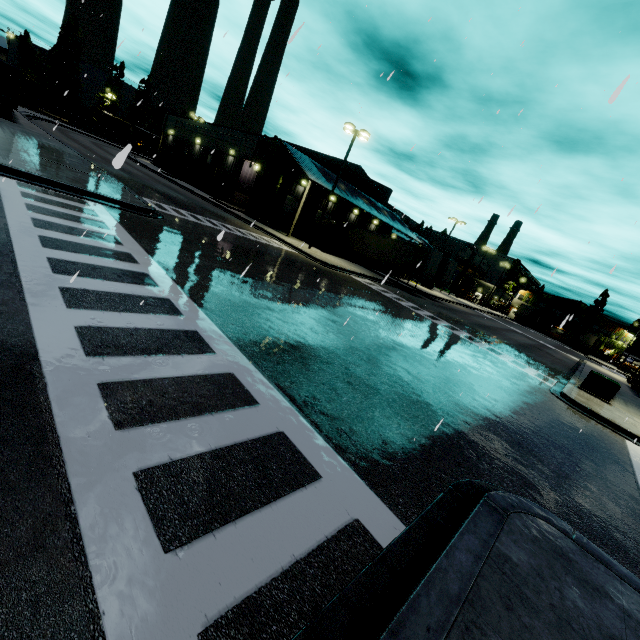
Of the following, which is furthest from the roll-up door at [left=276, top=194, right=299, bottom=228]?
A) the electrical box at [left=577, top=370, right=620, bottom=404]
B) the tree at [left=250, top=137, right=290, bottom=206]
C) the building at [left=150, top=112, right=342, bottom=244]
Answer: the electrical box at [left=577, top=370, right=620, bottom=404]

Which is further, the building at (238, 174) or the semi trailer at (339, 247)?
the building at (238, 174)

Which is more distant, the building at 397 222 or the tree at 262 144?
the building at 397 222

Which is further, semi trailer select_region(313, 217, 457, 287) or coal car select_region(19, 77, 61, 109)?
coal car select_region(19, 77, 61, 109)

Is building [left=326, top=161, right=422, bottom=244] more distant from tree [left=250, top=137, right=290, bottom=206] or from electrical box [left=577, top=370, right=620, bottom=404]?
electrical box [left=577, top=370, right=620, bottom=404]

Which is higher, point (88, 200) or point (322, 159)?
point (322, 159)

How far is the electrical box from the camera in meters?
16.2 m

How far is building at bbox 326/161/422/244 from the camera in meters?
35.8
